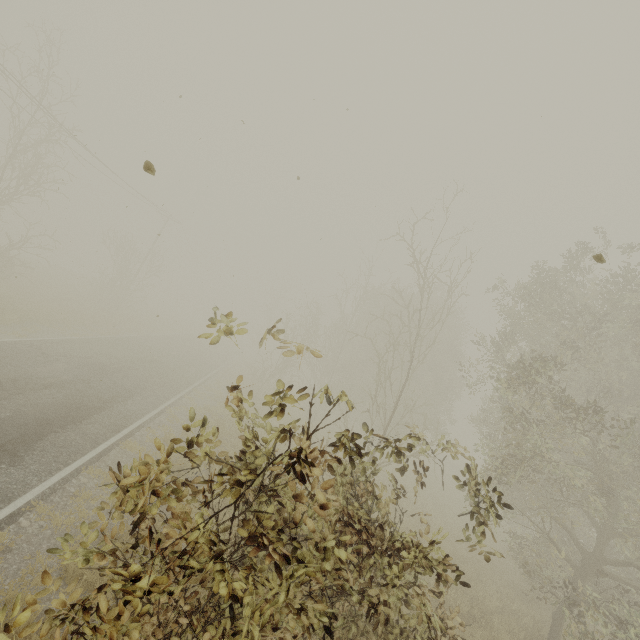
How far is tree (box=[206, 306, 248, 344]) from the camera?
2.56m

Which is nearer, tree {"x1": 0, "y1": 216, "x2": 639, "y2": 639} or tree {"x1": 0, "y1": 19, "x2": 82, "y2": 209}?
tree {"x1": 0, "y1": 216, "x2": 639, "y2": 639}

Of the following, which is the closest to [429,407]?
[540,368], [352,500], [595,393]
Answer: [540,368]

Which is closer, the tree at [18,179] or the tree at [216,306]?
the tree at [216,306]
